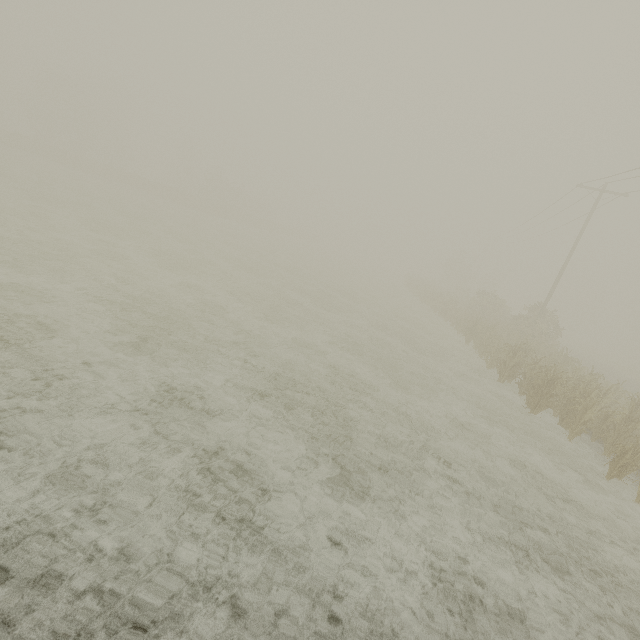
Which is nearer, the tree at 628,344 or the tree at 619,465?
the tree at 619,465

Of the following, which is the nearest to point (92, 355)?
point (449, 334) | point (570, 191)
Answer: point (449, 334)

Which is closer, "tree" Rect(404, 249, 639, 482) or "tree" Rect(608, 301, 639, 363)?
"tree" Rect(404, 249, 639, 482)
